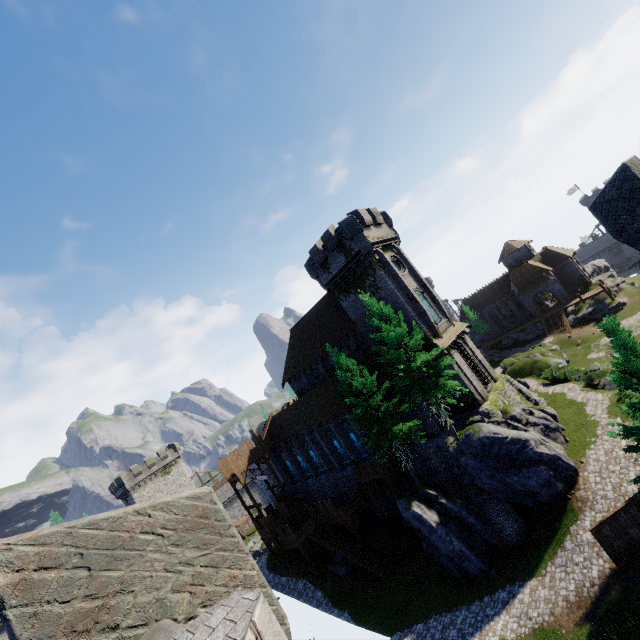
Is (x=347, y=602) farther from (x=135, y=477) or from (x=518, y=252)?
(x=518, y=252)

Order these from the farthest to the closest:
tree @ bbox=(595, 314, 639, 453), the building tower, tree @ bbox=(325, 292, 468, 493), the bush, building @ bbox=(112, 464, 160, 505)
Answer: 1. building @ bbox=(112, 464, 160, 505)
2. the bush
3. tree @ bbox=(325, 292, 468, 493)
4. tree @ bbox=(595, 314, 639, 453)
5. the building tower

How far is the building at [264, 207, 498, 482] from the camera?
28.5 meters

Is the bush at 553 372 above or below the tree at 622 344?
below

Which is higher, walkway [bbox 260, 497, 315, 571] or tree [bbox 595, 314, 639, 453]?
tree [bbox 595, 314, 639, 453]

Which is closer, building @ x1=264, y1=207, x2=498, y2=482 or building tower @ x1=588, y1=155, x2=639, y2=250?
building tower @ x1=588, y1=155, x2=639, y2=250

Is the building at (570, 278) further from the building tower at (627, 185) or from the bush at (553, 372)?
the building tower at (627, 185)

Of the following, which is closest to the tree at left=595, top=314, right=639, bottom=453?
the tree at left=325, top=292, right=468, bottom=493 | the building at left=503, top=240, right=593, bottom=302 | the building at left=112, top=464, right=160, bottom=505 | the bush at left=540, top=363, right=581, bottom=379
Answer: the tree at left=325, top=292, right=468, bottom=493
